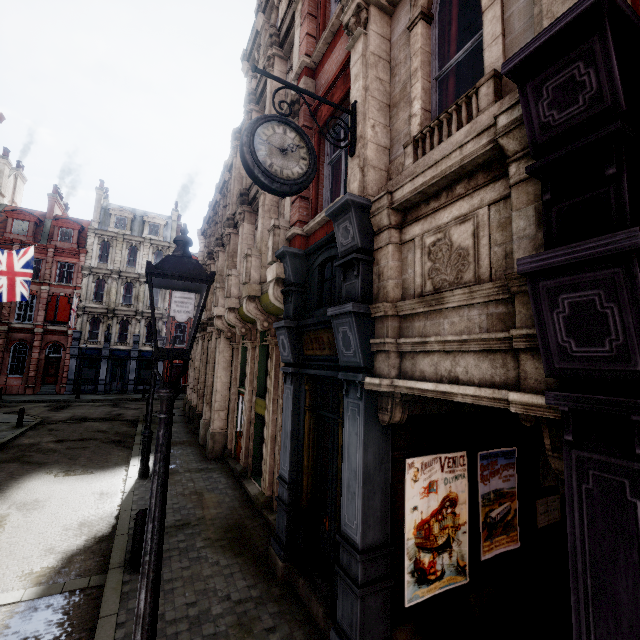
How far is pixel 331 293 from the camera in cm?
586

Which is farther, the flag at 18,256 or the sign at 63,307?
the sign at 63,307

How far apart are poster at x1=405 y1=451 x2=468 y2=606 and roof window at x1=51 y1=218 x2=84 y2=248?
39.2m

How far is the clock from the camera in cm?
397

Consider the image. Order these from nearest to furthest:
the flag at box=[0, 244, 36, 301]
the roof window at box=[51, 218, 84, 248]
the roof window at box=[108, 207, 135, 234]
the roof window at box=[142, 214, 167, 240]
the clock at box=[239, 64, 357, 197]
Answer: the clock at box=[239, 64, 357, 197] → the flag at box=[0, 244, 36, 301] → the roof window at box=[51, 218, 84, 248] → the roof window at box=[108, 207, 135, 234] → the roof window at box=[142, 214, 167, 240]

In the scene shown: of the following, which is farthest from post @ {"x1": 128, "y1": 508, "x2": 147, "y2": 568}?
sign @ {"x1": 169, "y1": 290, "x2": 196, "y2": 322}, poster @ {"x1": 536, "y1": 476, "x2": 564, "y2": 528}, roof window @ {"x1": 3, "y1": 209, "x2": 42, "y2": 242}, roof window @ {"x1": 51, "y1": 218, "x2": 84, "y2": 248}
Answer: roof window @ {"x1": 3, "y1": 209, "x2": 42, "y2": 242}

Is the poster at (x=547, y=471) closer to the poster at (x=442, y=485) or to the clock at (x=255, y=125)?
the poster at (x=442, y=485)

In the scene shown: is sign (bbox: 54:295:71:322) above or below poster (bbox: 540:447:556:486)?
above
